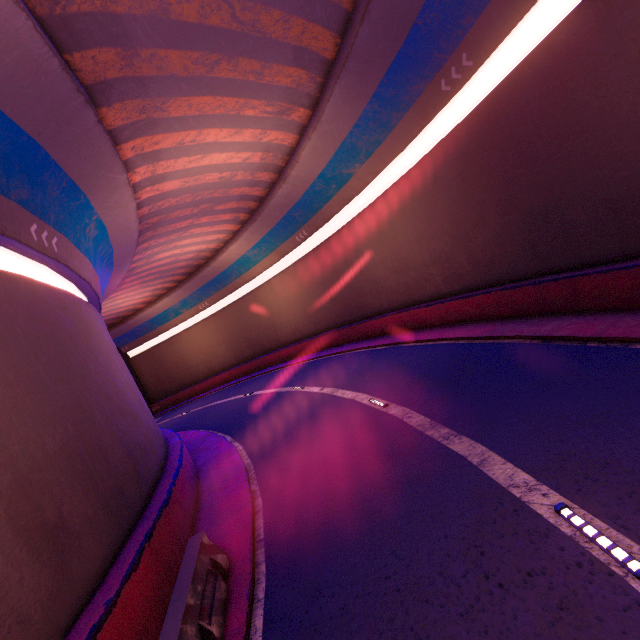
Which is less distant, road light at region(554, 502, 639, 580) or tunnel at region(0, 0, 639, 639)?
road light at region(554, 502, 639, 580)

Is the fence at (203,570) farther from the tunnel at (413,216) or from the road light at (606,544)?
the road light at (606,544)

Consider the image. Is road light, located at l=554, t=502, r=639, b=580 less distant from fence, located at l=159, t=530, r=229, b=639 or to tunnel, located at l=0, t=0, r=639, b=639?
tunnel, located at l=0, t=0, r=639, b=639

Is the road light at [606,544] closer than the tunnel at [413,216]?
Yes

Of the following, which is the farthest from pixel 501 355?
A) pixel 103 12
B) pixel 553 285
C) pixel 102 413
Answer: pixel 103 12

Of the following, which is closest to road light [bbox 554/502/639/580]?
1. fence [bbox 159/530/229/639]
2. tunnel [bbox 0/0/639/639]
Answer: tunnel [bbox 0/0/639/639]
